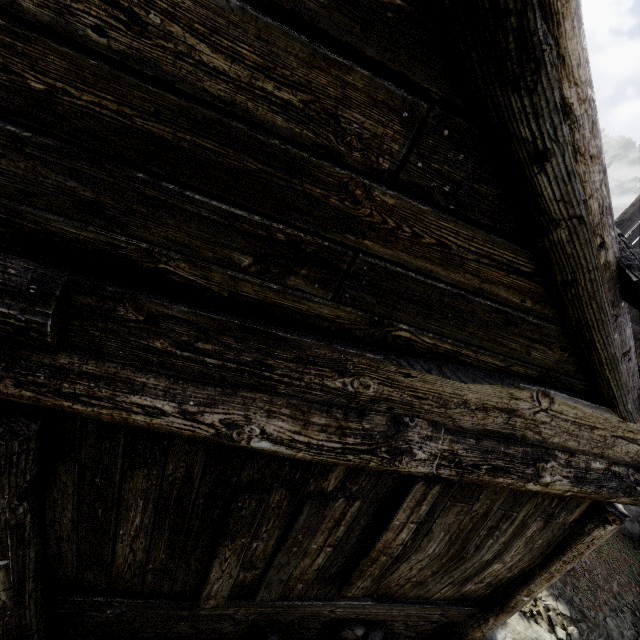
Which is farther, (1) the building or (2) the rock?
(2) the rock

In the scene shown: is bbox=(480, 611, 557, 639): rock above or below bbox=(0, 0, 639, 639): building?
below

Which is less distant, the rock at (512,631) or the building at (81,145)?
the building at (81,145)

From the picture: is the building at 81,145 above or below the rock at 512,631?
above

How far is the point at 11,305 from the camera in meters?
1.3 m
